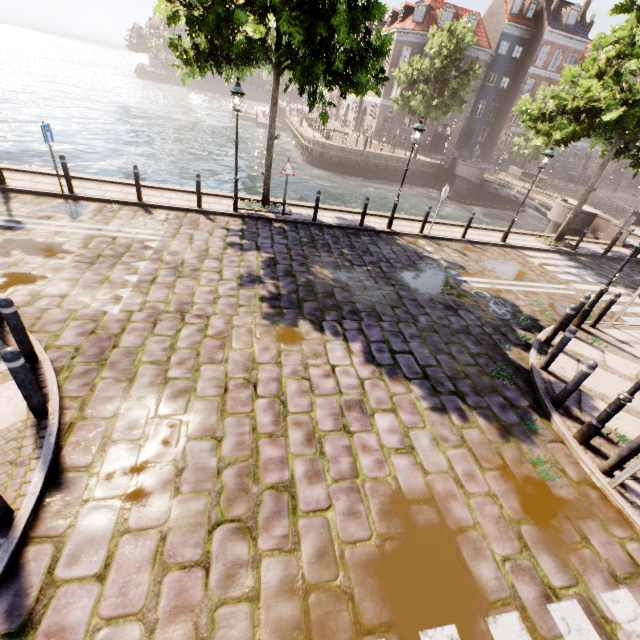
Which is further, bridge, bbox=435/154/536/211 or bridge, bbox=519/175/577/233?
bridge, bbox=435/154/536/211

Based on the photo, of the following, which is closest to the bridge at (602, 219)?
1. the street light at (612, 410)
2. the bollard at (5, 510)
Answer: the street light at (612, 410)

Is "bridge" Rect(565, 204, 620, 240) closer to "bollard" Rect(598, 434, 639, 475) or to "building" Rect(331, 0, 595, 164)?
"building" Rect(331, 0, 595, 164)

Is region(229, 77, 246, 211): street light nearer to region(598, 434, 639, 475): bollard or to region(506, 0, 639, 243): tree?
region(506, 0, 639, 243): tree

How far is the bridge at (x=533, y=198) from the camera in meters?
20.0

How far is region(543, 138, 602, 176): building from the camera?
44.4 meters

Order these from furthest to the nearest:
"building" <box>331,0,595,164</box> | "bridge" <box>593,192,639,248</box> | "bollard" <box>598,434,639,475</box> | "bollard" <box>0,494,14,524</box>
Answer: "building" <box>331,0,595,164</box> → "bridge" <box>593,192,639,248</box> → "bollard" <box>598,434,639,475</box> → "bollard" <box>0,494,14,524</box>

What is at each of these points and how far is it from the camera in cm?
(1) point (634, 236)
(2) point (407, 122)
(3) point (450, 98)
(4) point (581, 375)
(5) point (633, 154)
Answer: (1) bridge, 2086
(2) building, 3922
(3) tree, 2839
(4) bollard, 555
(5) tree, 1393
